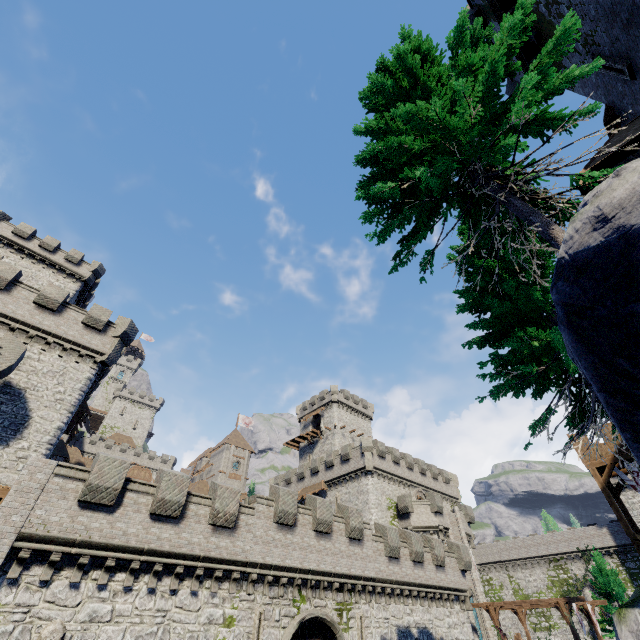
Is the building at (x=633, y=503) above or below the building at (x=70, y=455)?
below

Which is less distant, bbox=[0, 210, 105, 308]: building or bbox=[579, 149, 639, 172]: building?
bbox=[579, 149, 639, 172]: building

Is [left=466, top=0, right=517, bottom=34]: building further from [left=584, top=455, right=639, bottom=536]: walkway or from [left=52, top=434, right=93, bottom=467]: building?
[left=52, top=434, right=93, bottom=467]: building

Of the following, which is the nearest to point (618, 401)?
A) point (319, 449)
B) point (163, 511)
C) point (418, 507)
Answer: point (163, 511)

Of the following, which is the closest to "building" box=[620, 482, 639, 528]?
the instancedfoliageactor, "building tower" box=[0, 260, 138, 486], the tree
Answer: the instancedfoliageactor

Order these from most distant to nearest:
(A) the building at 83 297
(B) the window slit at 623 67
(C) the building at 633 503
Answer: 1. (C) the building at 633 503
2. (A) the building at 83 297
3. (B) the window slit at 623 67

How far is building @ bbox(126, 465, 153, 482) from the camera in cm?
5508

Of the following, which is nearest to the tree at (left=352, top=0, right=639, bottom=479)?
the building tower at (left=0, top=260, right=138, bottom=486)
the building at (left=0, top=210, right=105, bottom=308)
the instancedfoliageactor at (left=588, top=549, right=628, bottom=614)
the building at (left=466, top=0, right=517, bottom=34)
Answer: the building at (left=466, top=0, right=517, bottom=34)
